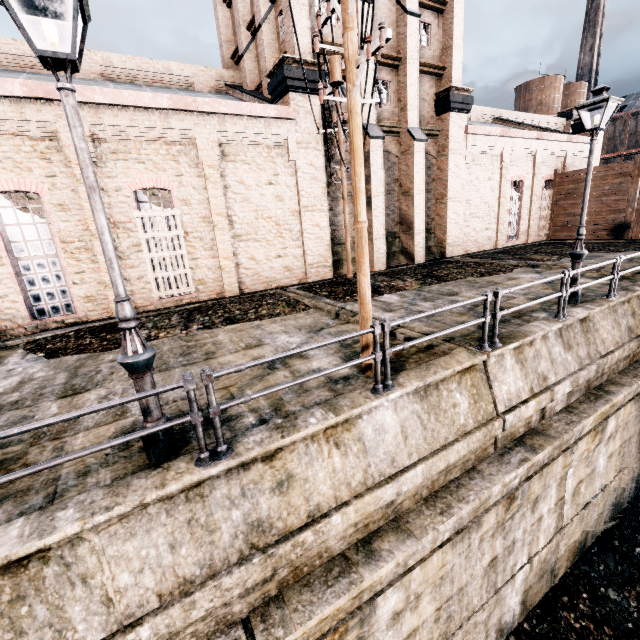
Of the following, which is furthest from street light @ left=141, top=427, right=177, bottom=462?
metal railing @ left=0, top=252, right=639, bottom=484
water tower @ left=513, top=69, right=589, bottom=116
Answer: water tower @ left=513, top=69, right=589, bottom=116

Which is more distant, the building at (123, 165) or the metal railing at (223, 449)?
the building at (123, 165)

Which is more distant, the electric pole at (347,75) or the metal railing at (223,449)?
the electric pole at (347,75)

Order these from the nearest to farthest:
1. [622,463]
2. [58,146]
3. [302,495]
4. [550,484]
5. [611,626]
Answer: [302,495] → [550,484] → [611,626] → [622,463] → [58,146]

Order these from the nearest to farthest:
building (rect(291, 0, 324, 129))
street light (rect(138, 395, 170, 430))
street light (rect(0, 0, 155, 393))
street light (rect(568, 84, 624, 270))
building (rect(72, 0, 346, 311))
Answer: street light (rect(0, 0, 155, 393)), street light (rect(138, 395, 170, 430)), street light (rect(568, 84, 624, 270)), building (rect(72, 0, 346, 311)), building (rect(291, 0, 324, 129))

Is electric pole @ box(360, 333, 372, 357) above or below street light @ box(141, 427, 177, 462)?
above

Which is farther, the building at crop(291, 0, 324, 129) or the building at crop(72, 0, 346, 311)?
the building at crop(291, 0, 324, 129)
